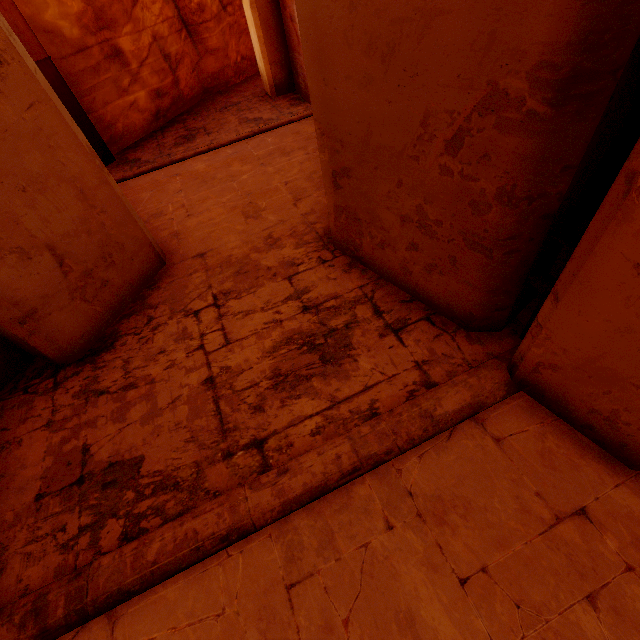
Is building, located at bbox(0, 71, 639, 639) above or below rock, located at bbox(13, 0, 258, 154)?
below

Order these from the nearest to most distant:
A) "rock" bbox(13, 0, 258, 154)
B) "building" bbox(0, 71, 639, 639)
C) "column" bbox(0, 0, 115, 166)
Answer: "building" bbox(0, 71, 639, 639) → "column" bbox(0, 0, 115, 166) → "rock" bbox(13, 0, 258, 154)

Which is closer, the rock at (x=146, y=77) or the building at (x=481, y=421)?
the building at (x=481, y=421)

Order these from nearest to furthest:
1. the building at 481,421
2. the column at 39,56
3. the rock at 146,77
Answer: the building at 481,421 < the column at 39,56 < the rock at 146,77

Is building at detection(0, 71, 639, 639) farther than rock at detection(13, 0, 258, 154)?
No

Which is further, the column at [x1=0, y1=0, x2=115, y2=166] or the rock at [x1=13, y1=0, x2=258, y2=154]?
the rock at [x1=13, y1=0, x2=258, y2=154]

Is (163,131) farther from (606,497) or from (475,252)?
(606,497)

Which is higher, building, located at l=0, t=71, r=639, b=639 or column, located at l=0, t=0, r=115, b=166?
column, located at l=0, t=0, r=115, b=166
